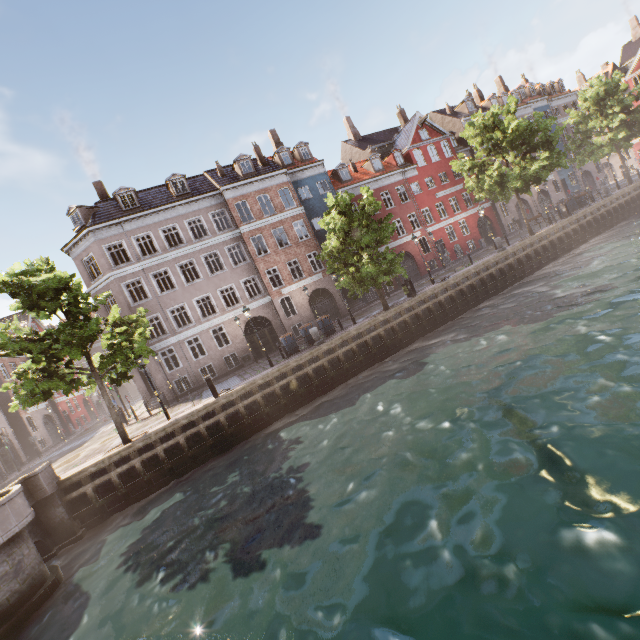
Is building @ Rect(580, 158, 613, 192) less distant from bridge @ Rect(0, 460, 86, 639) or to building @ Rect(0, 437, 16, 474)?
building @ Rect(0, 437, 16, 474)

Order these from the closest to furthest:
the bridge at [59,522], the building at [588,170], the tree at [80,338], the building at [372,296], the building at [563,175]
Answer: the bridge at [59,522] → the tree at [80,338] → the building at [372,296] → the building at [563,175] → the building at [588,170]

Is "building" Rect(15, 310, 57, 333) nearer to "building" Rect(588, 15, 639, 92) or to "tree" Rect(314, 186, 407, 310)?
"tree" Rect(314, 186, 407, 310)

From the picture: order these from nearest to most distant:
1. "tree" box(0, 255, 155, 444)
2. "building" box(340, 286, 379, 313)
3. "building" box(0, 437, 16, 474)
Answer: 1. "tree" box(0, 255, 155, 444)
2. "building" box(0, 437, 16, 474)
3. "building" box(340, 286, 379, 313)

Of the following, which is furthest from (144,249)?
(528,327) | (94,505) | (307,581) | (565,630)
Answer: (565,630)

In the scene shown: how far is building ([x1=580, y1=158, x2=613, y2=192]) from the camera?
43.00m

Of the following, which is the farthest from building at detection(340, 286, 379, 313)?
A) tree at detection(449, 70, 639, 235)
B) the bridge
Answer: the bridge

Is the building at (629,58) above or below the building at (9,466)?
above
